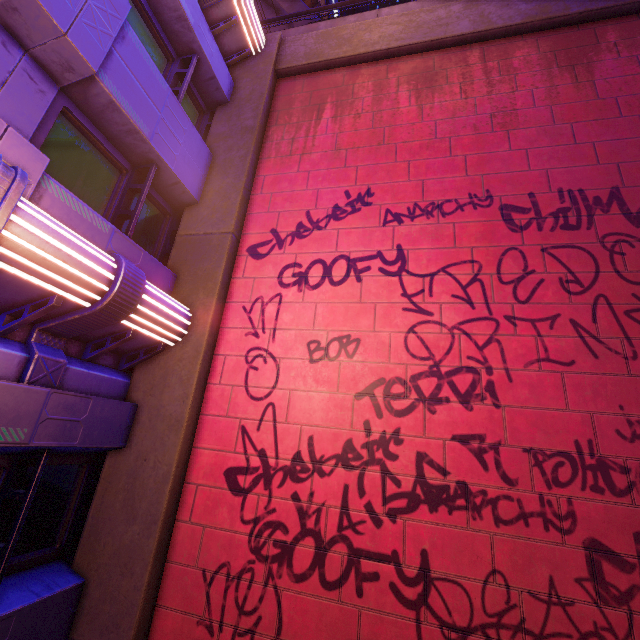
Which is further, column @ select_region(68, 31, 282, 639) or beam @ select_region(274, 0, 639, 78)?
beam @ select_region(274, 0, 639, 78)

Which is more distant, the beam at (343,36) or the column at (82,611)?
the beam at (343,36)

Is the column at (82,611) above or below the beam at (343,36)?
below

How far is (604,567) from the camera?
3.5m

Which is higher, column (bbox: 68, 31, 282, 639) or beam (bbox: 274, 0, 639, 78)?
beam (bbox: 274, 0, 639, 78)
